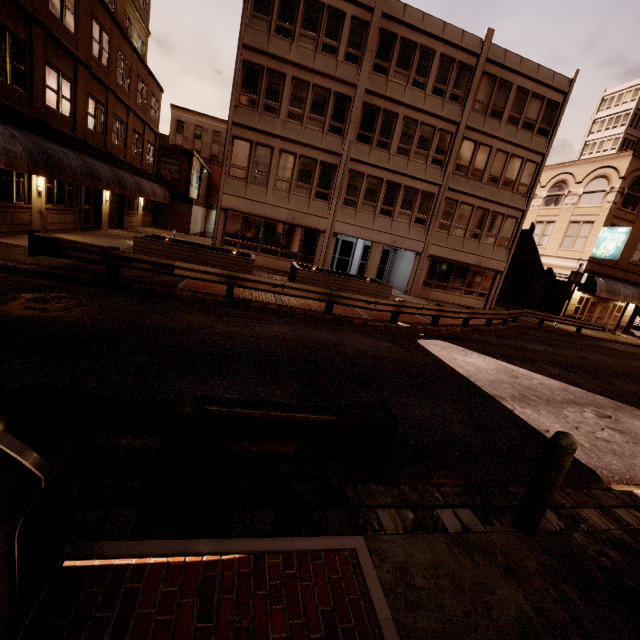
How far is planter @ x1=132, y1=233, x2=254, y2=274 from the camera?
13.5m

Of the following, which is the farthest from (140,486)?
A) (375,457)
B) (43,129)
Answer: (43,129)

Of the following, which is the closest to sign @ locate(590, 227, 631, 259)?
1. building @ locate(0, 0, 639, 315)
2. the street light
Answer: building @ locate(0, 0, 639, 315)

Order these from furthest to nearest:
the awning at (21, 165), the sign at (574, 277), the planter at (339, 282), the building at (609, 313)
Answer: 1. the building at (609, 313)
2. the sign at (574, 277)
3. the planter at (339, 282)
4. the awning at (21, 165)

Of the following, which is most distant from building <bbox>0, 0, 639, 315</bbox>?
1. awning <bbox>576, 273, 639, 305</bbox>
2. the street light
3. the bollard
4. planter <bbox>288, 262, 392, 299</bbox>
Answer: the bollard

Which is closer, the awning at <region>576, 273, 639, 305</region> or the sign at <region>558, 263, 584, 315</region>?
the sign at <region>558, 263, 584, 315</region>

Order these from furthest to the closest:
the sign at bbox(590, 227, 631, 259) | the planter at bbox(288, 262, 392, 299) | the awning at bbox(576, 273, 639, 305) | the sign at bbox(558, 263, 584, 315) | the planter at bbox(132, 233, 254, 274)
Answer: the awning at bbox(576, 273, 639, 305) → the sign at bbox(590, 227, 631, 259) → the sign at bbox(558, 263, 584, 315) → the planter at bbox(288, 262, 392, 299) → the planter at bbox(132, 233, 254, 274)

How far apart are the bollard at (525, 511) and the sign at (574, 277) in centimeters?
2448cm
